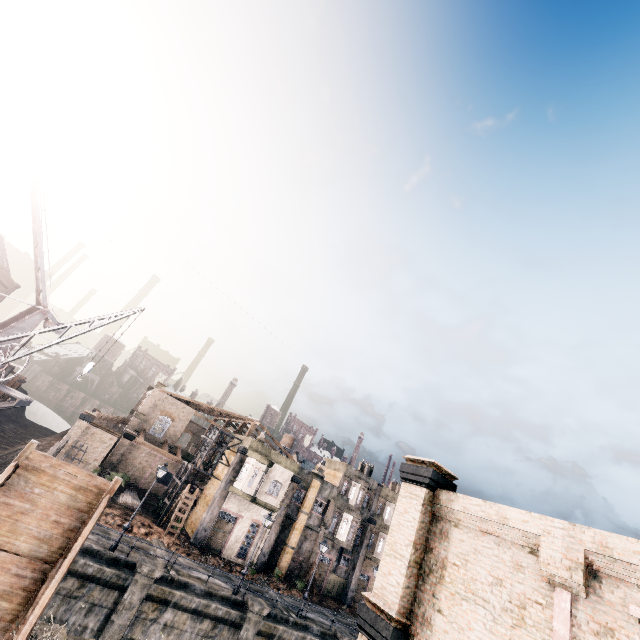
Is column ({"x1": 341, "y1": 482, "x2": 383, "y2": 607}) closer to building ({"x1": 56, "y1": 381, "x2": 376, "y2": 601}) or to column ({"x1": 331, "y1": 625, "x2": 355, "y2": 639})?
building ({"x1": 56, "y1": 381, "x2": 376, "y2": 601})

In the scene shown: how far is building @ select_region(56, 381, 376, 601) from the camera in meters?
33.4

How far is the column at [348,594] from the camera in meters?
38.1 m

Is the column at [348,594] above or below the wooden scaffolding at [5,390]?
below

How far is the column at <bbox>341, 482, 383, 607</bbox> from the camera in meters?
38.1 m

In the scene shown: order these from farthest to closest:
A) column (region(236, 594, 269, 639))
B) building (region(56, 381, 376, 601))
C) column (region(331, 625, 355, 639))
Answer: building (region(56, 381, 376, 601))
column (region(331, 625, 355, 639))
column (region(236, 594, 269, 639))

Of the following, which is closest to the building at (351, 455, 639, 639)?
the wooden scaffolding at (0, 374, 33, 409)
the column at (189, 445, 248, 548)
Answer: the wooden scaffolding at (0, 374, 33, 409)

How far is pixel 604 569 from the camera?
7.1m
